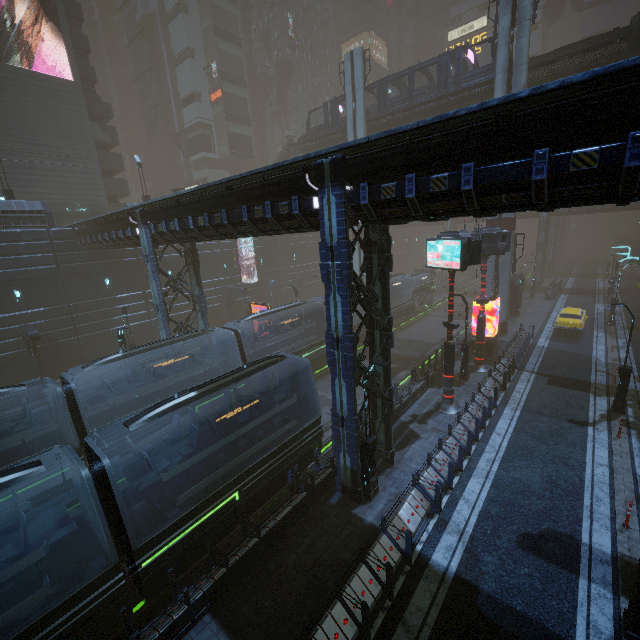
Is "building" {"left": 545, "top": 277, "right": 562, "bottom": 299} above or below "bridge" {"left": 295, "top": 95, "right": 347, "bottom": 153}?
below

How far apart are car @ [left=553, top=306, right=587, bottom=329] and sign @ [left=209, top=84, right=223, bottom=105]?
55.9m

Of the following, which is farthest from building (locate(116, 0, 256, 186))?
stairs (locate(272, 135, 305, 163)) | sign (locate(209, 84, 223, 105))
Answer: stairs (locate(272, 135, 305, 163))

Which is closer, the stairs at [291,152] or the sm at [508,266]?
the sm at [508,266]

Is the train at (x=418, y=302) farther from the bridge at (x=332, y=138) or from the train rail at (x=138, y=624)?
the bridge at (x=332, y=138)

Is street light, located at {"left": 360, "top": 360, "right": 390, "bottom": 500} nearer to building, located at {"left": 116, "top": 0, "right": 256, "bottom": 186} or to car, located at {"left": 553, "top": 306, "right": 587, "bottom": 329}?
building, located at {"left": 116, "top": 0, "right": 256, "bottom": 186}

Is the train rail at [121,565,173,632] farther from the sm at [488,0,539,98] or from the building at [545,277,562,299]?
the sm at [488,0,539,98]

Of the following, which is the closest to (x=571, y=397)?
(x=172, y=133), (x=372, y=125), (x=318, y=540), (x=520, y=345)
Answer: (x=520, y=345)
